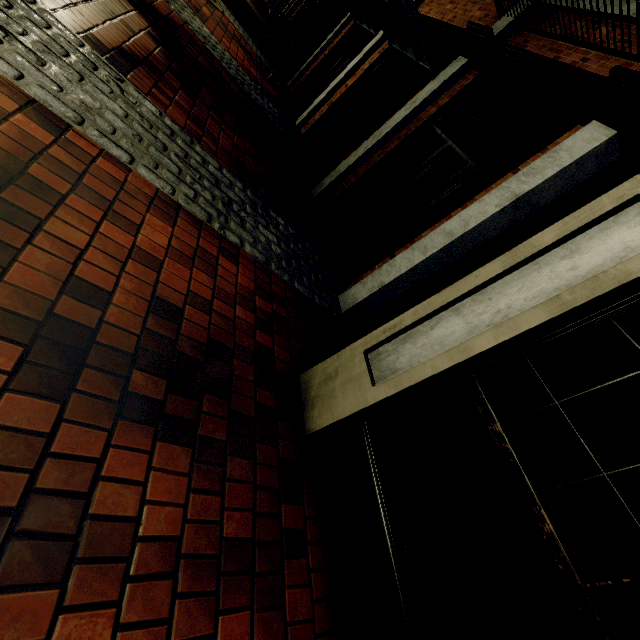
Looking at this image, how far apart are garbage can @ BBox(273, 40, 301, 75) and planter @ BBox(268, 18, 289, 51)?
3.4 meters

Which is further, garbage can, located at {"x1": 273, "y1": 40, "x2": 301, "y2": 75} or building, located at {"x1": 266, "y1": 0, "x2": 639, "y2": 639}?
garbage can, located at {"x1": 273, "y1": 40, "x2": 301, "y2": 75}

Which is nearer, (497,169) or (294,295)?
(294,295)

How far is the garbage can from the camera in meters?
11.1

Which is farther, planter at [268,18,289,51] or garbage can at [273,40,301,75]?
planter at [268,18,289,51]

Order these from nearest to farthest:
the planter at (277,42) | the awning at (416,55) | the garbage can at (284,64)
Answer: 1. the awning at (416,55)
2. the garbage can at (284,64)
3. the planter at (277,42)

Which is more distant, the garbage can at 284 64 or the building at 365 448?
the garbage can at 284 64

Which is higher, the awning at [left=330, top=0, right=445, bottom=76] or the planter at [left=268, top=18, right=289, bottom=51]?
the awning at [left=330, top=0, right=445, bottom=76]
